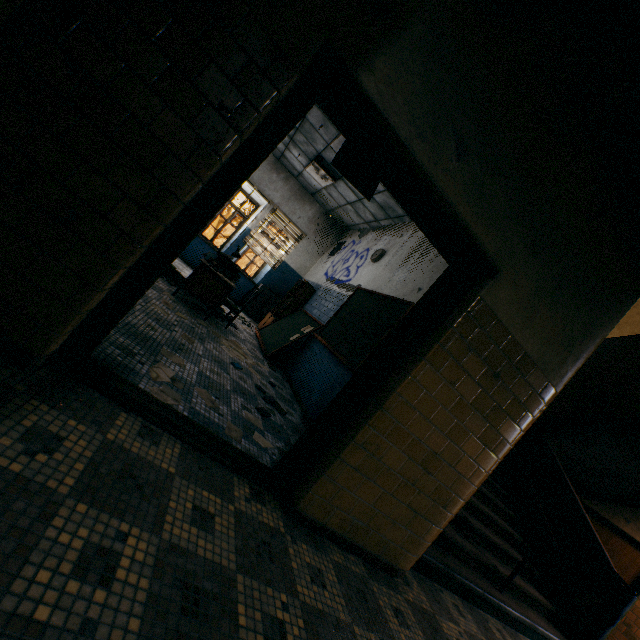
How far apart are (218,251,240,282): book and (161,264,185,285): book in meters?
0.5 m

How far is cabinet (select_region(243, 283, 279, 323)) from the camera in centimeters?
952cm

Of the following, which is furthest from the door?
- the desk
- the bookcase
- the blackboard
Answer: the desk

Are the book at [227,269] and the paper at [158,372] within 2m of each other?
no

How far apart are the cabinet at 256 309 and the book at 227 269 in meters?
3.0

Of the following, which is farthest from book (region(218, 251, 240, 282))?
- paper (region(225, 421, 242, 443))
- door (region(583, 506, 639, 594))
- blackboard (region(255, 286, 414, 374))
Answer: door (region(583, 506, 639, 594))

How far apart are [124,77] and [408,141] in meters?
1.4 m

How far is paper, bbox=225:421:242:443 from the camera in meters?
2.5
